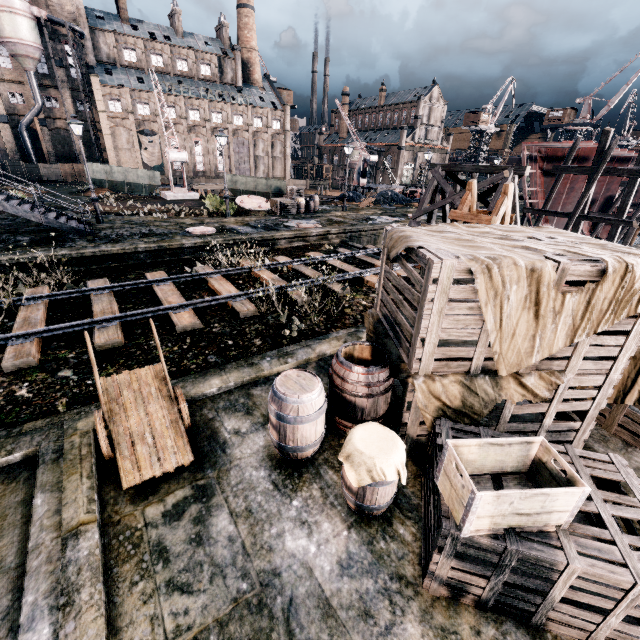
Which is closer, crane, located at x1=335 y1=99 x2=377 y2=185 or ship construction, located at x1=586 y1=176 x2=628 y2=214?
ship construction, located at x1=586 y1=176 x2=628 y2=214

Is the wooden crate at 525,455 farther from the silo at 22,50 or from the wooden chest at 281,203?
the silo at 22,50

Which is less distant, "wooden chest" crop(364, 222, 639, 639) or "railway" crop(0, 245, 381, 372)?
"wooden chest" crop(364, 222, 639, 639)

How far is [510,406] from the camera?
5.2m

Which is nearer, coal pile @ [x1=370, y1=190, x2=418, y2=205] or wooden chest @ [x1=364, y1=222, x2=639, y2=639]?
wooden chest @ [x1=364, y1=222, x2=639, y2=639]

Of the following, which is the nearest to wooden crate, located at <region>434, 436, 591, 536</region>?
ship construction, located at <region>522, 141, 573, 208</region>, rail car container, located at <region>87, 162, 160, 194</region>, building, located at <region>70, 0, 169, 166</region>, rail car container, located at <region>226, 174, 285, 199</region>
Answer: building, located at <region>70, 0, 169, 166</region>

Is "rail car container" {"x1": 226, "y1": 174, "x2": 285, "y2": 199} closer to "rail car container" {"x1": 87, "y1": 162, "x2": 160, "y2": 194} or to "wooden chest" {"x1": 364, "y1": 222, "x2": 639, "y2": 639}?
"rail car container" {"x1": 87, "y1": 162, "x2": 160, "y2": 194}

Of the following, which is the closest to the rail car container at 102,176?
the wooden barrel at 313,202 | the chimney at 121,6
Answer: the wooden barrel at 313,202
